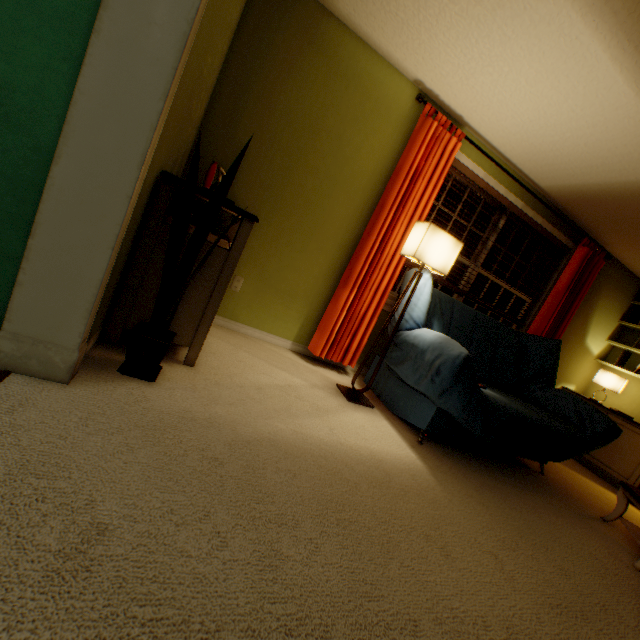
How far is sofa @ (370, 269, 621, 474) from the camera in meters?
2.1

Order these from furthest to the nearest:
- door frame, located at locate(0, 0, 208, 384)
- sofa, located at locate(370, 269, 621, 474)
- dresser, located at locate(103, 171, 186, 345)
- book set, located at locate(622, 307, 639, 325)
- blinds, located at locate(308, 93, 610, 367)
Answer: book set, located at locate(622, 307, 639, 325) < blinds, located at locate(308, 93, 610, 367) < sofa, located at locate(370, 269, 621, 474) < dresser, located at locate(103, 171, 186, 345) < door frame, located at locate(0, 0, 208, 384)

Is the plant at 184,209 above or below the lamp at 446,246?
below

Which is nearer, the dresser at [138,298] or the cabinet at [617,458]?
the dresser at [138,298]

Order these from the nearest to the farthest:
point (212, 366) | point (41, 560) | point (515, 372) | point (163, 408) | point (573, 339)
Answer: point (41, 560)
point (163, 408)
point (212, 366)
point (515, 372)
point (573, 339)

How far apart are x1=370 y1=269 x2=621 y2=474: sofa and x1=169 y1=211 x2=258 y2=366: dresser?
1.4 meters

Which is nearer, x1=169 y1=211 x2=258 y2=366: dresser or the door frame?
the door frame

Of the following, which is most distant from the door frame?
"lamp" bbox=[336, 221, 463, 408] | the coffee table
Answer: the coffee table
